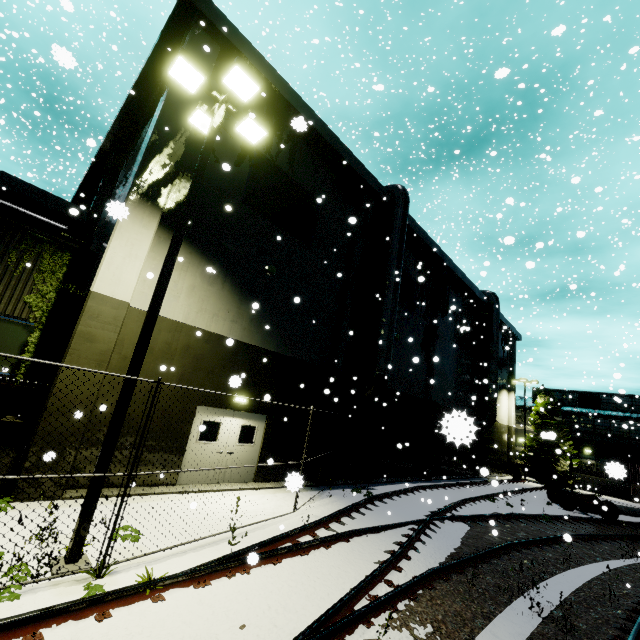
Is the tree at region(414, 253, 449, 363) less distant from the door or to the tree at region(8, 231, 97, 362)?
the door

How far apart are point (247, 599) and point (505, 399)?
37.7m

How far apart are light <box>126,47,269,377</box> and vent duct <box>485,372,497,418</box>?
26.1 meters

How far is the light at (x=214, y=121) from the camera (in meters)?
6.30

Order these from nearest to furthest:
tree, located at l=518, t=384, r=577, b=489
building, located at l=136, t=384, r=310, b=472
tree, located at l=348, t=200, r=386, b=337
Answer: building, located at l=136, t=384, r=310, b=472, tree, located at l=348, t=200, r=386, b=337, tree, located at l=518, t=384, r=577, b=489

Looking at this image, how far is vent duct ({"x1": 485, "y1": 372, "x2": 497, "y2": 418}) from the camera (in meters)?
26.78

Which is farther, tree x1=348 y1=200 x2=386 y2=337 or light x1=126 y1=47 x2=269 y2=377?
tree x1=348 y1=200 x2=386 y2=337

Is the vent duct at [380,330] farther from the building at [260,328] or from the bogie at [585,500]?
the bogie at [585,500]
